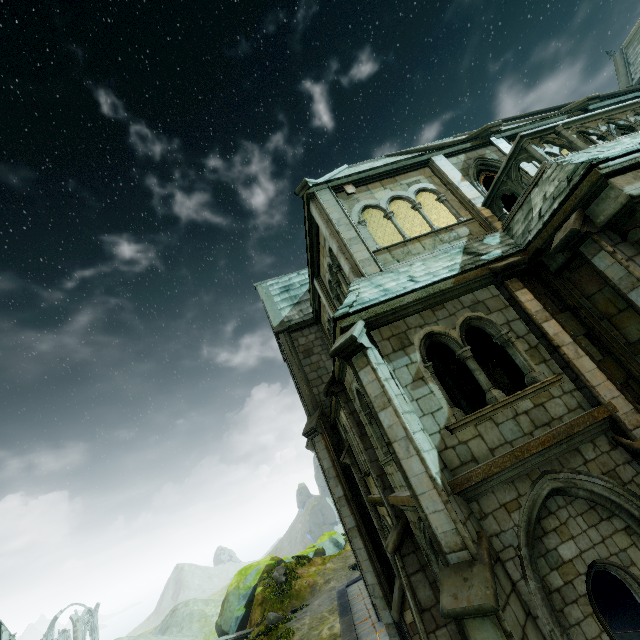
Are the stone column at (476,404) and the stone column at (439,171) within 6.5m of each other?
yes

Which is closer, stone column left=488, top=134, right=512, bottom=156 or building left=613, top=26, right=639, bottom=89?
stone column left=488, top=134, right=512, bottom=156

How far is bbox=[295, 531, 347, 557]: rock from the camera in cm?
Answer: 3266

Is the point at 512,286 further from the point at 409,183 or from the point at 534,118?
the point at 534,118

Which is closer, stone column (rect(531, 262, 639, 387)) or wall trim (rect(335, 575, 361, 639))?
stone column (rect(531, 262, 639, 387))

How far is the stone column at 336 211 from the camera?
9.03m

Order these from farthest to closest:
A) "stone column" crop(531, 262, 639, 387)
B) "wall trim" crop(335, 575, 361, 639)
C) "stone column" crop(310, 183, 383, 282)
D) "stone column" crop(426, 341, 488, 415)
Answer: "wall trim" crop(335, 575, 361, 639) < "stone column" crop(426, 341, 488, 415) < "stone column" crop(310, 183, 383, 282) < "stone column" crop(531, 262, 639, 387)

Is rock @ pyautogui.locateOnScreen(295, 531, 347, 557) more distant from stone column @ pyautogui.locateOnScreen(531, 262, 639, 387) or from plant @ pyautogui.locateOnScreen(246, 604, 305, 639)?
stone column @ pyautogui.locateOnScreen(531, 262, 639, 387)
